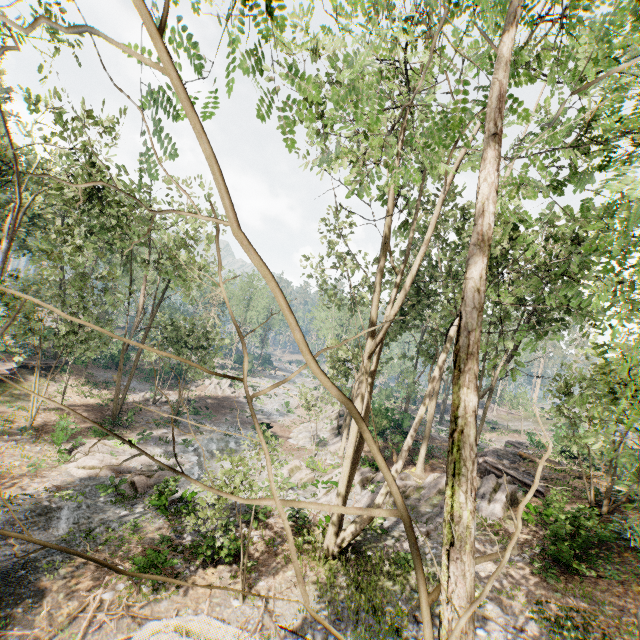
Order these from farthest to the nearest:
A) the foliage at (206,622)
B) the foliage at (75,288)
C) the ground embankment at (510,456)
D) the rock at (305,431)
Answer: the rock at (305,431) < the ground embankment at (510,456) < the foliage at (206,622) < the foliage at (75,288)

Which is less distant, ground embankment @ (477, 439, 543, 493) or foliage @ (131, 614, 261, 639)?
foliage @ (131, 614, 261, 639)

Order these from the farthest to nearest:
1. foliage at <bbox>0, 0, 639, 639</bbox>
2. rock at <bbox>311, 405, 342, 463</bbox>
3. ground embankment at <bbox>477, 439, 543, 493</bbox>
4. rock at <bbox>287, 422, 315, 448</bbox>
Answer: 1. rock at <bbox>287, 422, 315, 448</bbox>
2. rock at <bbox>311, 405, 342, 463</bbox>
3. ground embankment at <bbox>477, 439, 543, 493</bbox>
4. foliage at <bbox>0, 0, 639, 639</bbox>

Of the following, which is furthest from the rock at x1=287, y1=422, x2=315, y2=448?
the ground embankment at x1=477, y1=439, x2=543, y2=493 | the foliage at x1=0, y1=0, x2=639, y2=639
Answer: the ground embankment at x1=477, y1=439, x2=543, y2=493

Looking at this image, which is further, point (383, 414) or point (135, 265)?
point (135, 265)

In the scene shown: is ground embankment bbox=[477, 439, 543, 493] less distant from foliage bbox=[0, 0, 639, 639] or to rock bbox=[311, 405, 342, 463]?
foliage bbox=[0, 0, 639, 639]

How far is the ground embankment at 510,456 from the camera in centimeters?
2002cm
